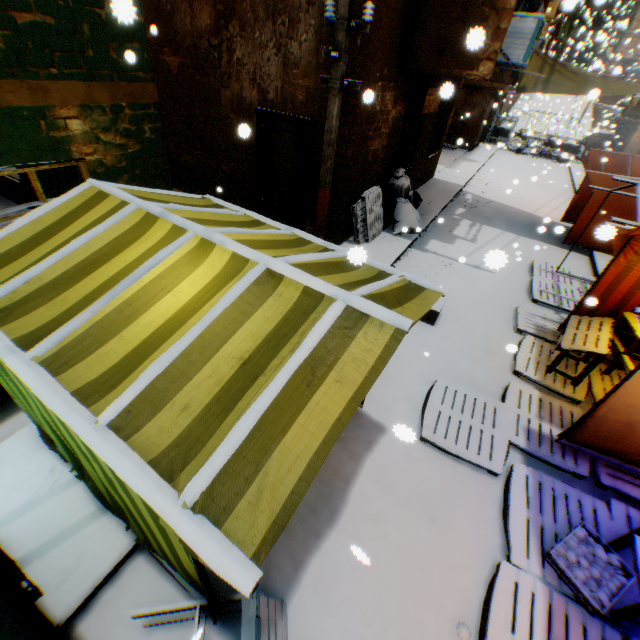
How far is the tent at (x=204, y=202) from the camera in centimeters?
314cm

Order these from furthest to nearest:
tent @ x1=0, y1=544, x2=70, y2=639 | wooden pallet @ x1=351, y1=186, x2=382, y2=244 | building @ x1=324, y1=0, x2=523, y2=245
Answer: wooden pallet @ x1=351, y1=186, x2=382, y2=244, building @ x1=324, y1=0, x2=523, y2=245, tent @ x1=0, y1=544, x2=70, y2=639

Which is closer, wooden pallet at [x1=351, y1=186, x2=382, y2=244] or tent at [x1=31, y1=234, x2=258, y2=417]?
tent at [x1=31, y1=234, x2=258, y2=417]

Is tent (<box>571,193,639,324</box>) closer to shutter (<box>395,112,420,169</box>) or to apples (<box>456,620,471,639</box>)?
shutter (<box>395,112,420,169</box>)

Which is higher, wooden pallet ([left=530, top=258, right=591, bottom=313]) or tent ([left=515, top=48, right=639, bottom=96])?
tent ([left=515, top=48, right=639, bottom=96])

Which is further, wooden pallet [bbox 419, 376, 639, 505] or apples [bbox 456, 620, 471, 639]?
wooden pallet [bbox 419, 376, 639, 505]

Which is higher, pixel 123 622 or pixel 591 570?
pixel 591 570

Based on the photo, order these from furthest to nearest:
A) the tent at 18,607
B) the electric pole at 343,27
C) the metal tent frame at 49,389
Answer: the electric pole at 343,27 → the tent at 18,607 → the metal tent frame at 49,389
